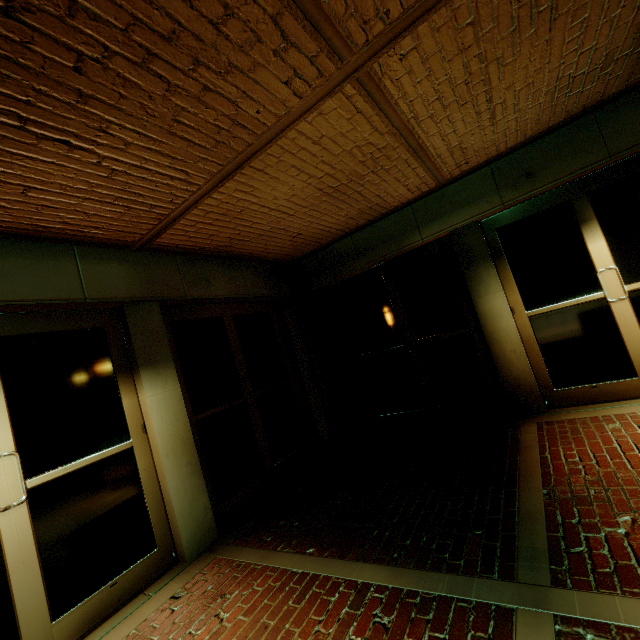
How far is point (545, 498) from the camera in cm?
281
